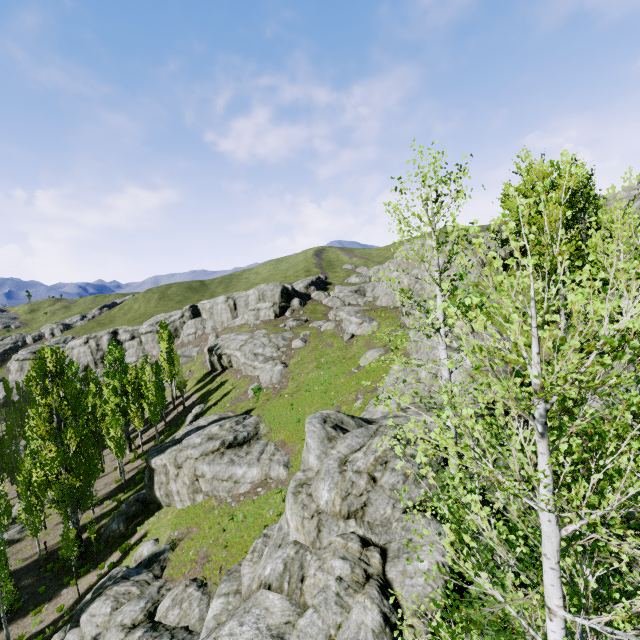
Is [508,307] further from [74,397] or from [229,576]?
[74,397]

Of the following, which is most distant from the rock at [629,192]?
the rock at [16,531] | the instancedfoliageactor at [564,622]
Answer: the rock at [16,531]

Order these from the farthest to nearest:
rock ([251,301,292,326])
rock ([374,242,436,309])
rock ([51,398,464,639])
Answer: rock ([251,301,292,326]), rock ([374,242,436,309]), rock ([51,398,464,639])

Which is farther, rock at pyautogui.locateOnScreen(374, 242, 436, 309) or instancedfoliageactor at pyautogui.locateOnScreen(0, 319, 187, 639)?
rock at pyautogui.locateOnScreen(374, 242, 436, 309)

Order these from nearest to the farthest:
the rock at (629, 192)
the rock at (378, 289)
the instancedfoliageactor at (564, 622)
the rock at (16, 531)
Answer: the instancedfoliageactor at (564, 622), the rock at (629, 192), the rock at (16, 531), the rock at (378, 289)

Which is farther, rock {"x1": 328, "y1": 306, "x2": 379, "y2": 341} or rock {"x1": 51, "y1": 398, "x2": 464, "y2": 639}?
rock {"x1": 328, "y1": 306, "x2": 379, "y2": 341}

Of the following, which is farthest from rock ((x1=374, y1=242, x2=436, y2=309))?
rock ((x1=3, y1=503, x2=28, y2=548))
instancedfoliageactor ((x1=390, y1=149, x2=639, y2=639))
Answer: rock ((x1=3, y1=503, x2=28, y2=548))

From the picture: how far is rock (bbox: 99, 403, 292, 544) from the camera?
23.5m
